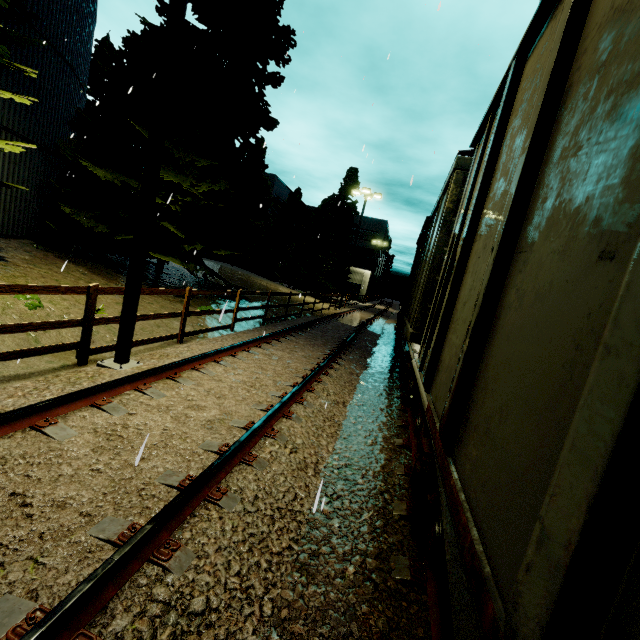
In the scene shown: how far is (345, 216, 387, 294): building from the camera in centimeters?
5253cm

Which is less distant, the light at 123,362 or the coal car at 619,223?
the coal car at 619,223

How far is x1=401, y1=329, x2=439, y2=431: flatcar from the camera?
2.5 meters

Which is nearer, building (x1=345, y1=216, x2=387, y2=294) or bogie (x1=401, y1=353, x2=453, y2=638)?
bogie (x1=401, y1=353, x2=453, y2=638)

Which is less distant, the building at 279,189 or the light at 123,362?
the light at 123,362

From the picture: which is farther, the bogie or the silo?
the silo

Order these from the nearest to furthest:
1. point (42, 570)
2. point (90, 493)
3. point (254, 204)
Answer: point (42, 570)
point (90, 493)
point (254, 204)
